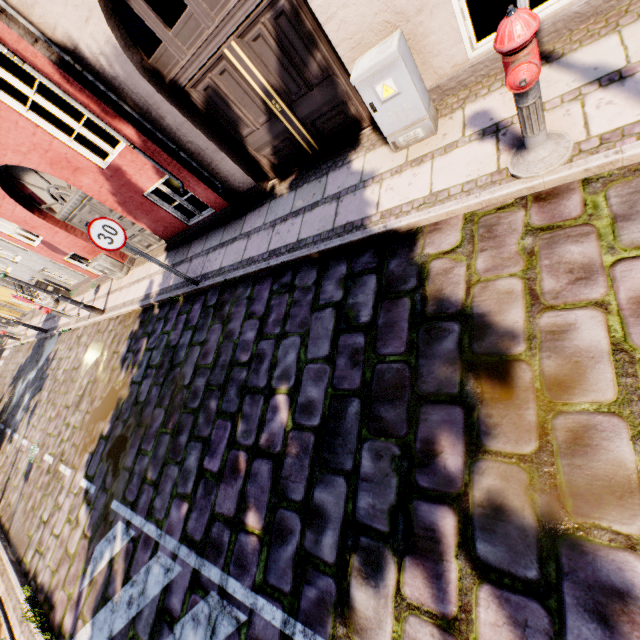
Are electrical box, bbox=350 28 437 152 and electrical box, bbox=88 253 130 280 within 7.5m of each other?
no

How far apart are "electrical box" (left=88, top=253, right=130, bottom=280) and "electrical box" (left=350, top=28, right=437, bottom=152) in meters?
8.8

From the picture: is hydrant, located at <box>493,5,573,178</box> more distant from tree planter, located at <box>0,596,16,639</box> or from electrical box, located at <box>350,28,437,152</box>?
tree planter, located at <box>0,596,16,639</box>

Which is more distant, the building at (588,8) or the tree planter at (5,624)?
the tree planter at (5,624)

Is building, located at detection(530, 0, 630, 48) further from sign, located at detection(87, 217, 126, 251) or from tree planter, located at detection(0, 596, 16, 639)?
tree planter, located at detection(0, 596, 16, 639)

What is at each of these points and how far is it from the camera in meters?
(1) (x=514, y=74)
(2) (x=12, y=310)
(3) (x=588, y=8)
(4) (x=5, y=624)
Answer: (1) hydrant, 2.2 m
(2) building, 20.8 m
(3) building, 3.0 m
(4) tree planter, 5.4 m

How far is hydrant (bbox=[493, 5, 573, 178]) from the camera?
2.04m

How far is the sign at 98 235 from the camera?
4.92m
